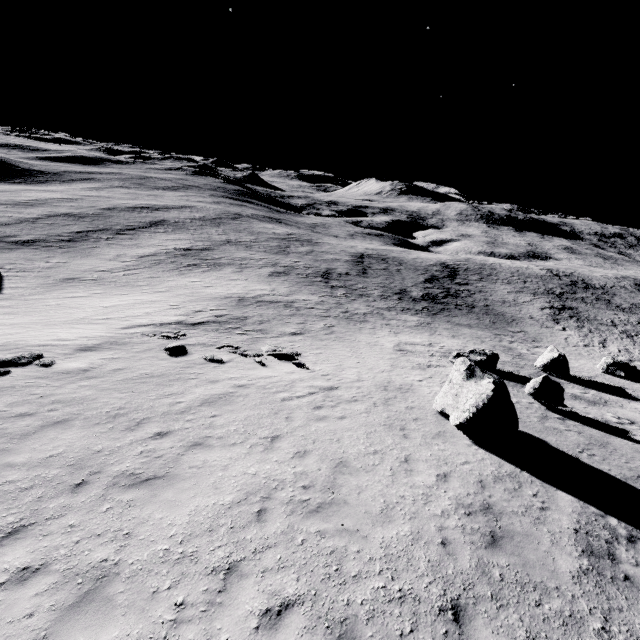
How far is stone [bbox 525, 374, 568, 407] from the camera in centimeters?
1564cm

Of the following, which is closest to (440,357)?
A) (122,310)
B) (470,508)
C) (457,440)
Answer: (457,440)

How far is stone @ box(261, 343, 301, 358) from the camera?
18.1m

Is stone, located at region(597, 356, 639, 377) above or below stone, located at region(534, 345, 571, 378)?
below

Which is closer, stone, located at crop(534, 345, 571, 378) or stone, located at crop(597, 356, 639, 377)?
stone, located at crop(534, 345, 571, 378)

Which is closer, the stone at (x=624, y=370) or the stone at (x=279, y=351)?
the stone at (x=279, y=351)

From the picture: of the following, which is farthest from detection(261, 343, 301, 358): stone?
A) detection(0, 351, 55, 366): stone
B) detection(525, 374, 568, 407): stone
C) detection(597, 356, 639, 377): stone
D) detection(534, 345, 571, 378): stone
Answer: detection(597, 356, 639, 377): stone

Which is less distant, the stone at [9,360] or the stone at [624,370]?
the stone at [9,360]
